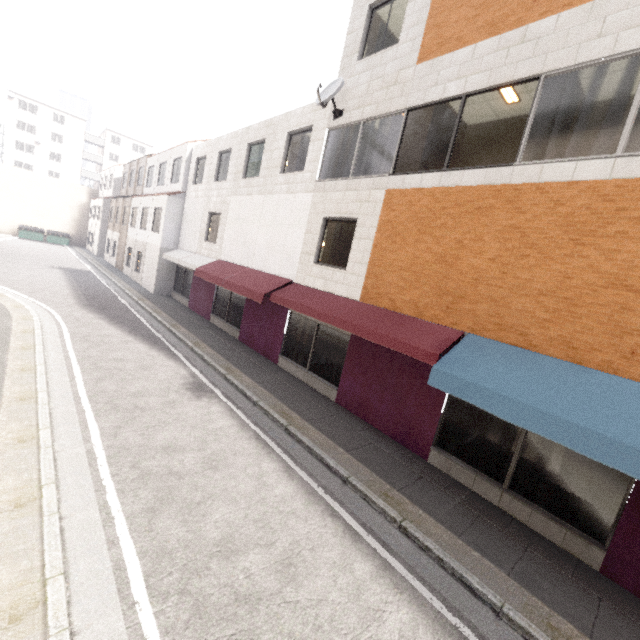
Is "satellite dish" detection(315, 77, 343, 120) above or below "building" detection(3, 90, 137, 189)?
below

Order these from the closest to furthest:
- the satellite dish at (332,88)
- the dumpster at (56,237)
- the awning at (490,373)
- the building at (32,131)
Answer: the awning at (490,373) → the satellite dish at (332,88) → the dumpster at (56,237) → the building at (32,131)

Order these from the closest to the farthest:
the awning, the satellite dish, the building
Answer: the awning, the satellite dish, the building

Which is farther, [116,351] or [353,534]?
[116,351]

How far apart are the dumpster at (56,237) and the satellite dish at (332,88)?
39.24m

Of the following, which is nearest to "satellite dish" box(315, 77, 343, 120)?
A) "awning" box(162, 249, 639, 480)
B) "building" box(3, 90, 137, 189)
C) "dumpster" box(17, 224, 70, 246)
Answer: "awning" box(162, 249, 639, 480)

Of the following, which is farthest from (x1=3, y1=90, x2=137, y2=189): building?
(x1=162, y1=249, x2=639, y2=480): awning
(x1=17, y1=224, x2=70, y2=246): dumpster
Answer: (x1=162, y1=249, x2=639, y2=480): awning

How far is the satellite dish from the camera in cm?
916
